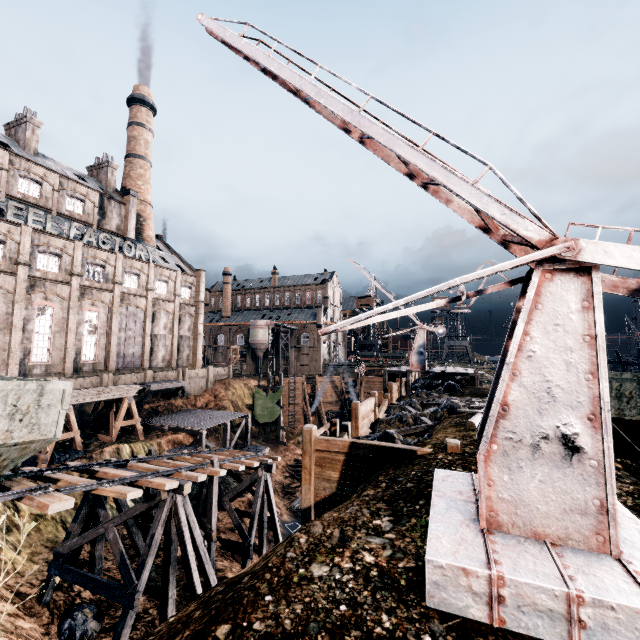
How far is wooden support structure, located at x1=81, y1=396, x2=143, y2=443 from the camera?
27.3 meters

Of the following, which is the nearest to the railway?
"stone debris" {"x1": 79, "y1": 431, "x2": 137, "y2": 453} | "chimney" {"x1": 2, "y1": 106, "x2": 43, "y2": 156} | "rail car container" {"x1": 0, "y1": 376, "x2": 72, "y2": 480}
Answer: "rail car container" {"x1": 0, "y1": 376, "x2": 72, "y2": 480}

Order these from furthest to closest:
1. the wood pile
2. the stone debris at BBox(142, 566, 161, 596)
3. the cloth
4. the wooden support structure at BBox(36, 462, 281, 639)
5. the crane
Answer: the cloth → the wood pile → the stone debris at BBox(142, 566, 161, 596) → the wooden support structure at BBox(36, 462, 281, 639) → the crane

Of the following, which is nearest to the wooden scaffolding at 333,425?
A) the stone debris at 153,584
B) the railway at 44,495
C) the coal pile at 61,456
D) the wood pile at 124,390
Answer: the railway at 44,495

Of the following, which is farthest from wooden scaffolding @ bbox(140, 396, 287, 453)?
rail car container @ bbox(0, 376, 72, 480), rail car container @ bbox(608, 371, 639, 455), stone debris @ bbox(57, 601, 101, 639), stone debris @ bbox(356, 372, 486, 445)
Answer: rail car container @ bbox(608, 371, 639, 455)

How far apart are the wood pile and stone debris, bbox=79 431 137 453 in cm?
350

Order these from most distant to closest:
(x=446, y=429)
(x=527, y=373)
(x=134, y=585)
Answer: (x=446, y=429), (x=134, y=585), (x=527, y=373)

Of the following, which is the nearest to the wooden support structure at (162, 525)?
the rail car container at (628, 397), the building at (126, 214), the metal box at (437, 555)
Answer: the metal box at (437, 555)
